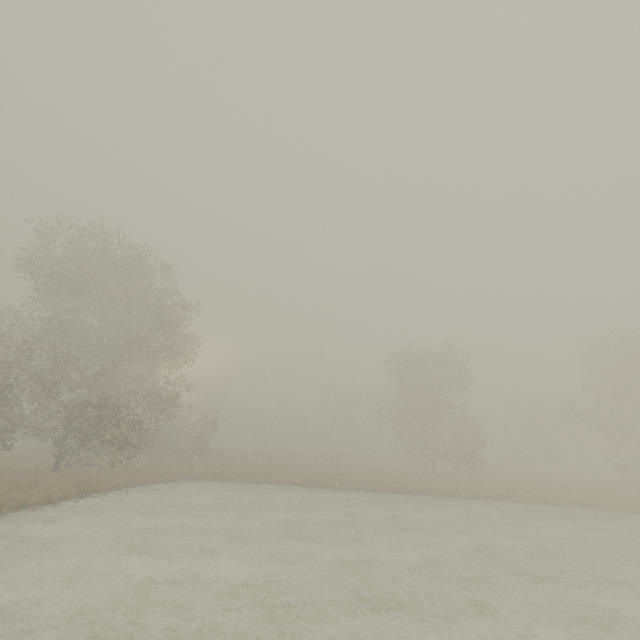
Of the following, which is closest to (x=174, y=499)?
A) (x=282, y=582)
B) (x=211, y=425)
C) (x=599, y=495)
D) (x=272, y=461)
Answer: (x=282, y=582)
